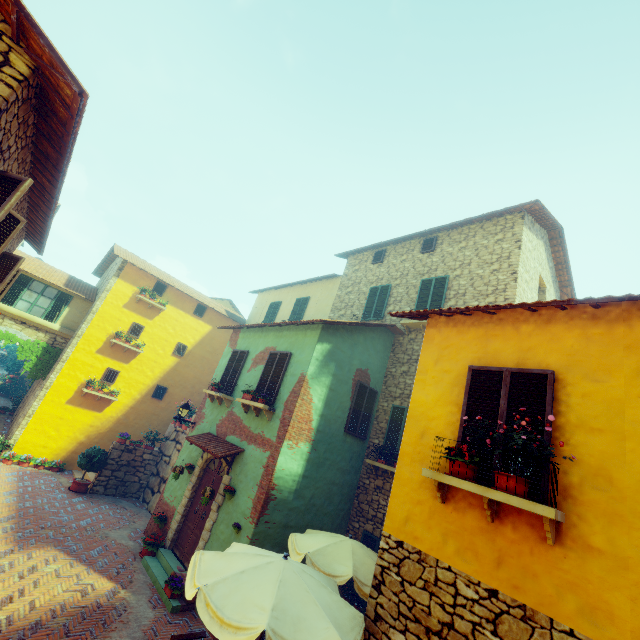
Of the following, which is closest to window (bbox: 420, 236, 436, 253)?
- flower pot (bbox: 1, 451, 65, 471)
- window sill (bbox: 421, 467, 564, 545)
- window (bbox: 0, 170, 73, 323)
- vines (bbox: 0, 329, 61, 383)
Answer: window (bbox: 0, 170, 73, 323)

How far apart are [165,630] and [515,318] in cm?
937

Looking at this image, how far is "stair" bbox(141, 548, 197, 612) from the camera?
7.6m

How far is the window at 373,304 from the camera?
13.13m

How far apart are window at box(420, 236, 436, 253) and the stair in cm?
1296

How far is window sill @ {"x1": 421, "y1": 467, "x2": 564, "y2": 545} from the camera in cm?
345

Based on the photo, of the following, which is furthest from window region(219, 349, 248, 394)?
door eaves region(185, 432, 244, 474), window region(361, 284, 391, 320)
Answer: window region(361, 284, 391, 320)

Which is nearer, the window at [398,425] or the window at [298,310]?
the window at [398,425]
